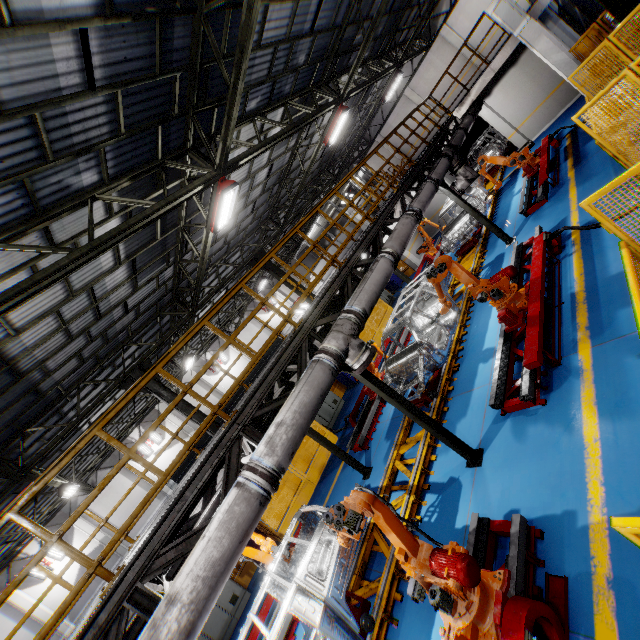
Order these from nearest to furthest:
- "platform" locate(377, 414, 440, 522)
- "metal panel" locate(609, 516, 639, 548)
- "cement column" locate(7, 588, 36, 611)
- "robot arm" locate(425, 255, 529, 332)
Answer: "metal panel" locate(609, 516, 639, 548) → "platform" locate(377, 414, 440, 522) → "robot arm" locate(425, 255, 529, 332) → "cement column" locate(7, 588, 36, 611)

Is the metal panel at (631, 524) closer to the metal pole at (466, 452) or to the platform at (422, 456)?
the metal pole at (466, 452)

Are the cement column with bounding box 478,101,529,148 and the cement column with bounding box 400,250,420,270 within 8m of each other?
yes

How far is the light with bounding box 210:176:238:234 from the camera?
8.2 meters

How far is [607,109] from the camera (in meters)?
9.07

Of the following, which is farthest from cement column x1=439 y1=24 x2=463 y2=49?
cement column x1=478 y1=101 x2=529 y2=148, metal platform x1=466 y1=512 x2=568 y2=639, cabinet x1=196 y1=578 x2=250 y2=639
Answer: cabinet x1=196 y1=578 x2=250 y2=639

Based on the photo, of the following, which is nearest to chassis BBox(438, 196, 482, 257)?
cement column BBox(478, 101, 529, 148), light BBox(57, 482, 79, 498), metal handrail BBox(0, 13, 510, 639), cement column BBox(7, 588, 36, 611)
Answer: cement column BBox(478, 101, 529, 148)

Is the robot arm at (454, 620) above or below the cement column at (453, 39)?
below
